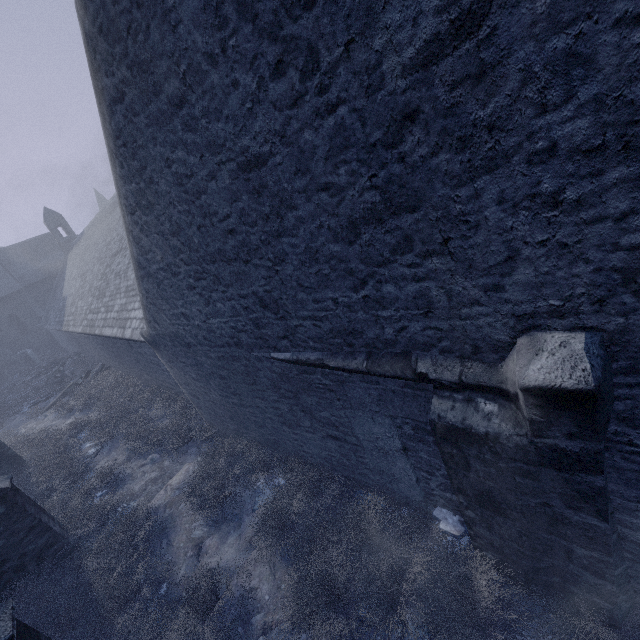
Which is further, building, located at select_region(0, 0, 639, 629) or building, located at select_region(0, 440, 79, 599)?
building, located at select_region(0, 440, 79, 599)

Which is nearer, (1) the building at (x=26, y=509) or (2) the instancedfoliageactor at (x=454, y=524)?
(2) the instancedfoliageactor at (x=454, y=524)

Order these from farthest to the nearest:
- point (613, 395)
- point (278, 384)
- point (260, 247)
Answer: point (278, 384), point (260, 247), point (613, 395)

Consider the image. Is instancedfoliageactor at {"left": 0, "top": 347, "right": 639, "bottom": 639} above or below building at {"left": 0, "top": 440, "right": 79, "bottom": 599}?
below

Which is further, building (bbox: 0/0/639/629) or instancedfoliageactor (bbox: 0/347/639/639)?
instancedfoliageactor (bbox: 0/347/639/639)

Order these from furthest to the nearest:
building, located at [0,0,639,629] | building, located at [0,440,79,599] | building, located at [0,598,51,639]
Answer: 1. building, located at [0,440,79,599]
2. building, located at [0,598,51,639]
3. building, located at [0,0,639,629]
